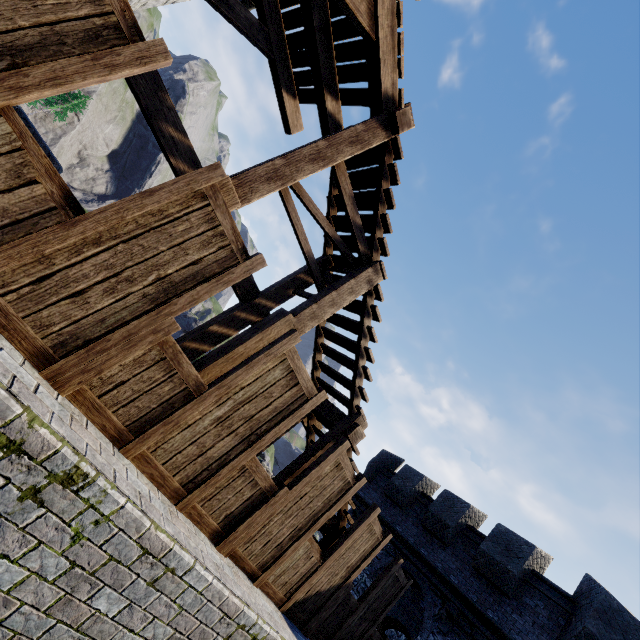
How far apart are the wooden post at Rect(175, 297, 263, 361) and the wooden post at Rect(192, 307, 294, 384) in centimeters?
110cm

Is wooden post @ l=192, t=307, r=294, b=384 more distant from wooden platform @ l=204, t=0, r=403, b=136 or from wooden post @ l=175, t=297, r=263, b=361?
wooden platform @ l=204, t=0, r=403, b=136

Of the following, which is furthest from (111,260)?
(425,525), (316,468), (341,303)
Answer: (425,525)

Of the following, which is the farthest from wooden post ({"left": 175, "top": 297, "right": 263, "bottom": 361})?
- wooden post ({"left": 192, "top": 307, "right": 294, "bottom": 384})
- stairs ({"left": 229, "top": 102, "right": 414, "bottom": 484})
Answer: wooden post ({"left": 192, "top": 307, "right": 294, "bottom": 384})

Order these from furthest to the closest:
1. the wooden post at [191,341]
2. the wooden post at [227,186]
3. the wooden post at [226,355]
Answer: the wooden post at [191,341] < the wooden post at [226,355] < the wooden post at [227,186]

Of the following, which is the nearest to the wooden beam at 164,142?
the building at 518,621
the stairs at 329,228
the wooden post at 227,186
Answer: the stairs at 329,228

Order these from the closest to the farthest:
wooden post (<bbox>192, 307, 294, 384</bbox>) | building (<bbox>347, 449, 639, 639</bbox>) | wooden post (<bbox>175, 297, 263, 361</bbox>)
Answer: wooden post (<bbox>192, 307, 294, 384</bbox>), wooden post (<bbox>175, 297, 263, 361</bbox>), building (<bbox>347, 449, 639, 639</bbox>)

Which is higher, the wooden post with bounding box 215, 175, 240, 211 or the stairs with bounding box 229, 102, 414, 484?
the stairs with bounding box 229, 102, 414, 484
